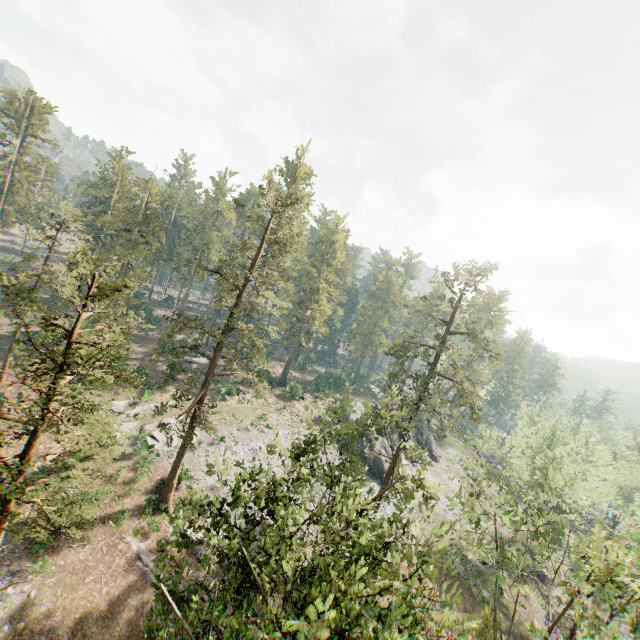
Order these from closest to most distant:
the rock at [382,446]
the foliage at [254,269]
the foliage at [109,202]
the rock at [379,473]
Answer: the foliage at [254,269] < the foliage at [109,202] < the rock at [379,473] < the rock at [382,446]

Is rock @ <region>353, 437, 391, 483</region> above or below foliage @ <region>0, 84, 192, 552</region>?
below

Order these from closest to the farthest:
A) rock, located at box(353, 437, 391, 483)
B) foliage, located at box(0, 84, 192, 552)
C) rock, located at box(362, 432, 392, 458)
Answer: foliage, located at box(0, 84, 192, 552) → rock, located at box(353, 437, 391, 483) → rock, located at box(362, 432, 392, 458)

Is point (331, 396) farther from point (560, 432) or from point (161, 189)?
point (161, 189)

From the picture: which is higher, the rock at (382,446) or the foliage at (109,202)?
the foliage at (109,202)

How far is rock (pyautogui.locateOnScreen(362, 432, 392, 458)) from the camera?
46.3m

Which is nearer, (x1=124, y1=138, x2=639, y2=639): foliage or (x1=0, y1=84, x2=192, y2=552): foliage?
(x1=124, y1=138, x2=639, y2=639): foliage
